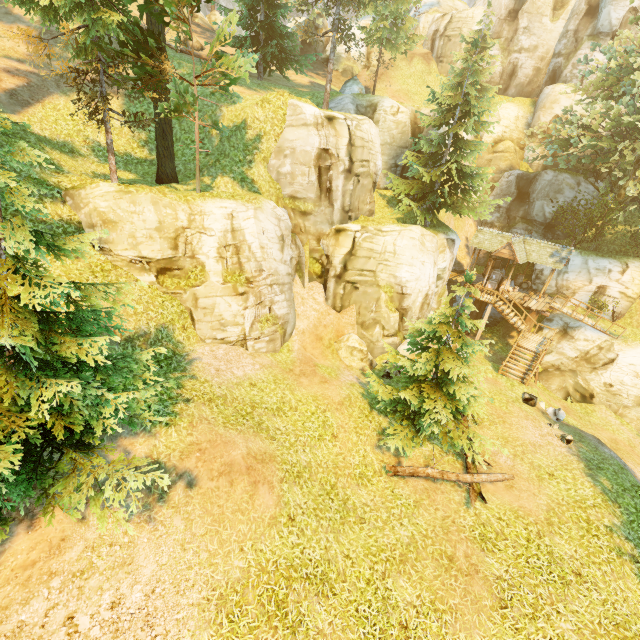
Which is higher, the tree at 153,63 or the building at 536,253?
the tree at 153,63

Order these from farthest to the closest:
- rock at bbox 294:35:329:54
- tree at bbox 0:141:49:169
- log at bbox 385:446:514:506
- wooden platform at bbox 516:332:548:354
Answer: rock at bbox 294:35:329:54 < wooden platform at bbox 516:332:548:354 < log at bbox 385:446:514:506 < tree at bbox 0:141:49:169

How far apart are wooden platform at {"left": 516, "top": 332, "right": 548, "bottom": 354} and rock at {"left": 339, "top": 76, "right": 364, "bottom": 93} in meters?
20.8 m

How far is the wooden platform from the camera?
21.67m

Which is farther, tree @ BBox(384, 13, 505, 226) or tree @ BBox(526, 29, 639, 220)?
tree @ BBox(526, 29, 639, 220)

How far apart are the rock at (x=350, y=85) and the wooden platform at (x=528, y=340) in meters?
20.8 m

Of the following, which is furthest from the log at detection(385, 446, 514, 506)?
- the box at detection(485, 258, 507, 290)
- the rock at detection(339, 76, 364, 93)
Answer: the rock at detection(339, 76, 364, 93)

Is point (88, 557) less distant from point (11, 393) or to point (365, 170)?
point (11, 393)
